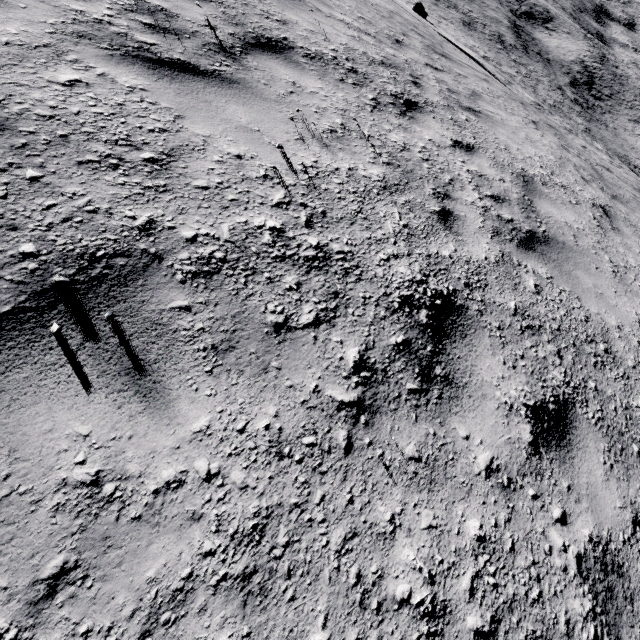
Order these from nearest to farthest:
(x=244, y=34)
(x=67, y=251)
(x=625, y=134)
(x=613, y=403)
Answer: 1. (x=67, y=251)
2. (x=613, y=403)
3. (x=244, y=34)
4. (x=625, y=134)
